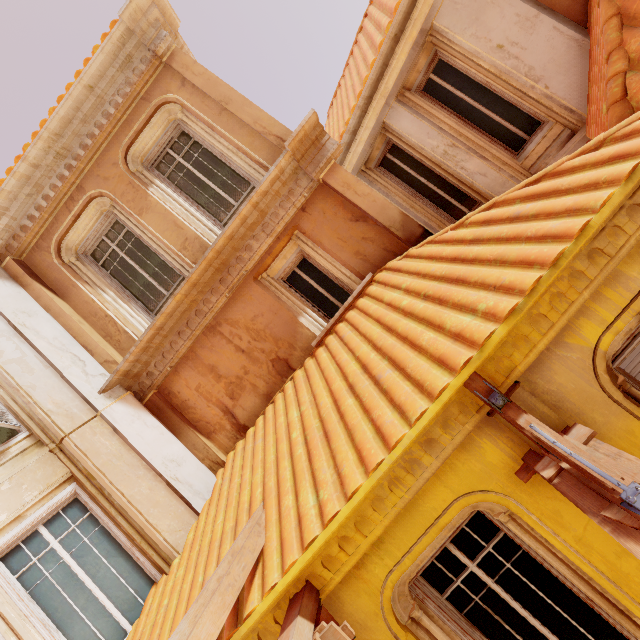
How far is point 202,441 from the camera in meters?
5.6 m

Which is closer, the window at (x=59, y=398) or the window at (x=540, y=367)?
the window at (x=540, y=367)

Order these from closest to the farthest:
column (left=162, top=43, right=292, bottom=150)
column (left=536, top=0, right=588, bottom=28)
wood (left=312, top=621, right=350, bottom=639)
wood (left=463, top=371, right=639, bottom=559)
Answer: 1. wood (left=463, top=371, right=639, bottom=559)
2. wood (left=312, top=621, right=350, bottom=639)
3. column (left=536, top=0, right=588, bottom=28)
4. column (left=162, top=43, right=292, bottom=150)

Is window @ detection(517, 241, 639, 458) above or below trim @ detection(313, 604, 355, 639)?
below

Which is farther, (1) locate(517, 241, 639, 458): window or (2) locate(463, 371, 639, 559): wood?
(1) locate(517, 241, 639, 458): window

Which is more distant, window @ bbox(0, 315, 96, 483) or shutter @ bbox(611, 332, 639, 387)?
window @ bbox(0, 315, 96, 483)

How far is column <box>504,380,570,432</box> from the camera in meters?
2.8 m

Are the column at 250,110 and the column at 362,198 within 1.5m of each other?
yes
